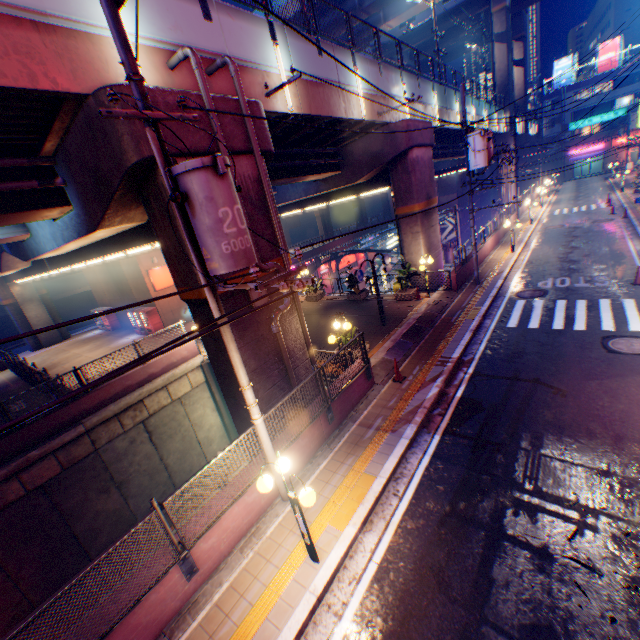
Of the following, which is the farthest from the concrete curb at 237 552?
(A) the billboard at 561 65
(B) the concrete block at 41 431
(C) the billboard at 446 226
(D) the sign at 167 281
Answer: (D) the sign at 167 281

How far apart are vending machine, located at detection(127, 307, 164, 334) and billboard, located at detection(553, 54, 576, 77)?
77.7m

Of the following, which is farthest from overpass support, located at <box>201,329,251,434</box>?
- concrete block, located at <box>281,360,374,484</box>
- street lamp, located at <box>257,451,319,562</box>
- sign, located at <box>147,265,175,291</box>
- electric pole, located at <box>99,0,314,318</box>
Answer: street lamp, located at <box>257,451,319,562</box>

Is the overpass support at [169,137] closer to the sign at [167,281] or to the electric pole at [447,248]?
the sign at [167,281]

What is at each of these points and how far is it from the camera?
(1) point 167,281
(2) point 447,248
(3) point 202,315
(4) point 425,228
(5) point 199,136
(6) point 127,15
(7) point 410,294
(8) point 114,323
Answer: (1) sign, 24.02m
(2) electric pole, 25.66m
(3) overpass support, 8.52m
(4) overpass support, 18.52m
(5) overpass support, 7.36m
(6) overpass support, 6.87m
(7) flower bed, 17.81m
(8) vending machine, 29.27m

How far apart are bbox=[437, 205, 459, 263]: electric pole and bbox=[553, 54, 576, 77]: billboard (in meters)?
58.02

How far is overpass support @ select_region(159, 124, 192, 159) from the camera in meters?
6.7
